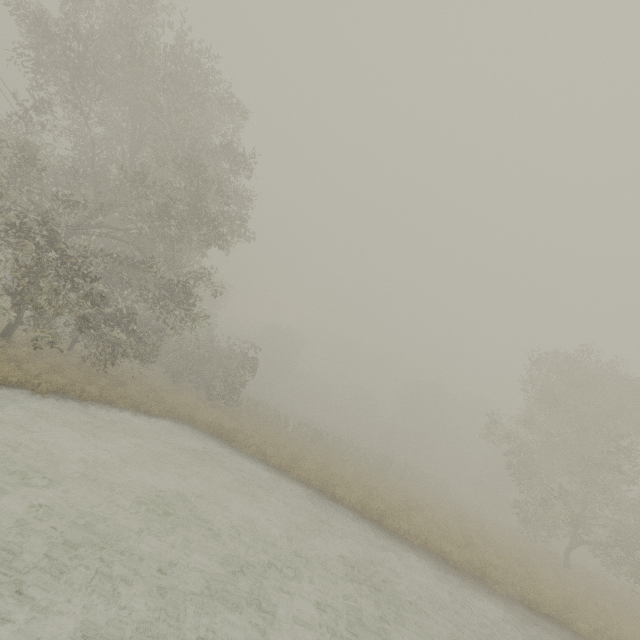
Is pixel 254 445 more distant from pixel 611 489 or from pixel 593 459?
pixel 611 489
